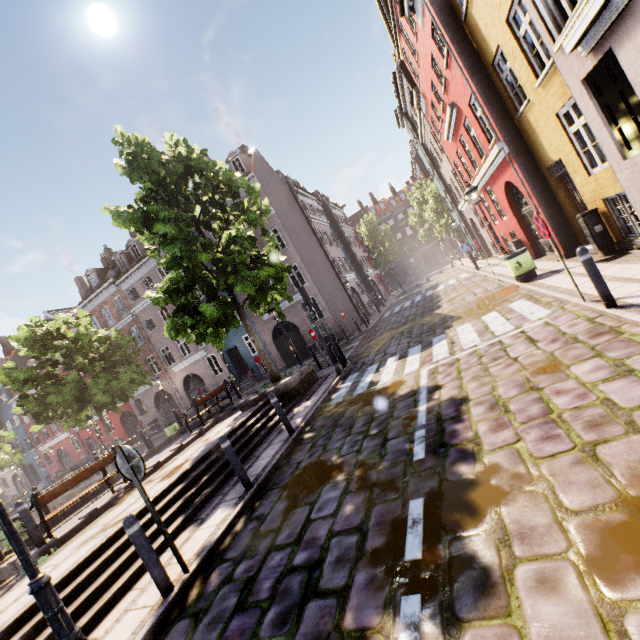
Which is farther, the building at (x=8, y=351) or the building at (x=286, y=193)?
the building at (x=8, y=351)

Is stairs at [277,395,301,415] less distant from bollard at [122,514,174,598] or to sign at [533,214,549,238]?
bollard at [122,514,174,598]

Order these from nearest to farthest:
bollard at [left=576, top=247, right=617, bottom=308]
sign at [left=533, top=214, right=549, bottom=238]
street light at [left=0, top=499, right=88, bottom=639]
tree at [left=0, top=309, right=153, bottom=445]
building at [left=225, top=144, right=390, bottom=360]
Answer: street light at [left=0, top=499, right=88, bottom=639], bollard at [left=576, top=247, right=617, bottom=308], sign at [left=533, top=214, right=549, bottom=238], tree at [left=0, top=309, right=153, bottom=445], building at [left=225, top=144, right=390, bottom=360]

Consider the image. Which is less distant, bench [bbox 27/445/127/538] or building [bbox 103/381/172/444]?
bench [bbox 27/445/127/538]

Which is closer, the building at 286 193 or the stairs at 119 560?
the stairs at 119 560

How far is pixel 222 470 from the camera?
7.49m

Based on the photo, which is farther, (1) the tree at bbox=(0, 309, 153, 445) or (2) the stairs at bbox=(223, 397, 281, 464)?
(1) the tree at bbox=(0, 309, 153, 445)

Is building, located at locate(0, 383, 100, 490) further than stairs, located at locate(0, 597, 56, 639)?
Yes
